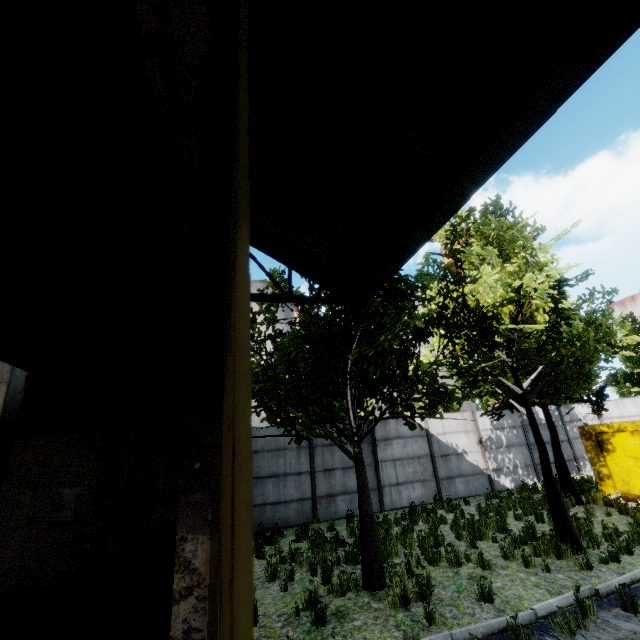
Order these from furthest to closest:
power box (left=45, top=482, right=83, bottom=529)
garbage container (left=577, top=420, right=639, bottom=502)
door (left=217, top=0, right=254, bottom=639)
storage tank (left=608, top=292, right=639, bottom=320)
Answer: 1. storage tank (left=608, top=292, right=639, bottom=320)
2. garbage container (left=577, top=420, right=639, bottom=502)
3. power box (left=45, top=482, right=83, bottom=529)
4. door (left=217, top=0, right=254, bottom=639)

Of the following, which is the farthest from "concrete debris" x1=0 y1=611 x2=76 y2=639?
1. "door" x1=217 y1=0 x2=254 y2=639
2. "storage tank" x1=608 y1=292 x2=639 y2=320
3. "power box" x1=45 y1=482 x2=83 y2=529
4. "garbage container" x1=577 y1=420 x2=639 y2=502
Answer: "storage tank" x1=608 y1=292 x2=639 y2=320

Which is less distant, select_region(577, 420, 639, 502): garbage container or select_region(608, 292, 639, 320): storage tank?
select_region(577, 420, 639, 502): garbage container

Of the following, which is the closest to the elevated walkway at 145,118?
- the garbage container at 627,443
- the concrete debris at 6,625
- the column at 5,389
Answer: the column at 5,389

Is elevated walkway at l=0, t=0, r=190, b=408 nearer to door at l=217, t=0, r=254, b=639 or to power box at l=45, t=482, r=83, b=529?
door at l=217, t=0, r=254, b=639

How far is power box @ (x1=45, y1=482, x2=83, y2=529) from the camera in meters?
6.9 m

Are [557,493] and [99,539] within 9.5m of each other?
no

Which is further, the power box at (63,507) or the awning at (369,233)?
the power box at (63,507)
